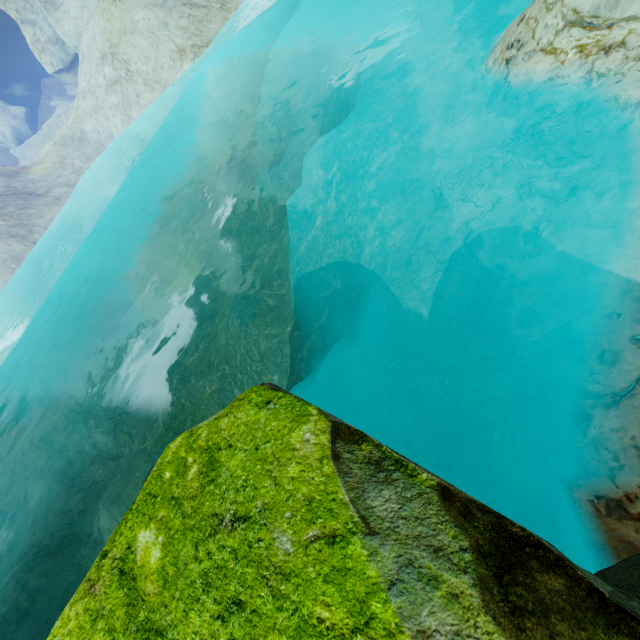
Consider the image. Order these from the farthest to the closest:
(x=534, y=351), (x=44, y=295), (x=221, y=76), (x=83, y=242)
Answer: (x=221, y=76) < (x=83, y=242) < (x=44, y=295) < (x=534, y=351)
